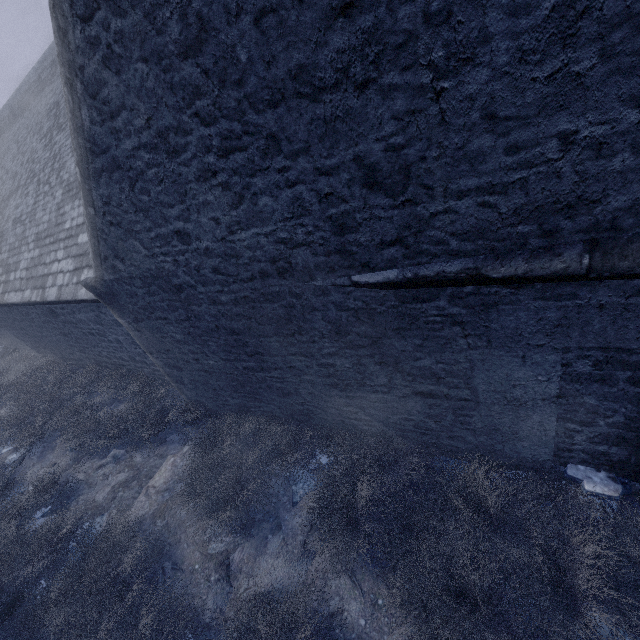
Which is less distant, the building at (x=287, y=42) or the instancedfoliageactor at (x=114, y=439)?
the building at (x=287, y=42)

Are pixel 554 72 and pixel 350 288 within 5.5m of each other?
yes

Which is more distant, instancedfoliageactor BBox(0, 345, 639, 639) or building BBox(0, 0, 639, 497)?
instancedfoliageactor BBox(0, 345, 639, 639)

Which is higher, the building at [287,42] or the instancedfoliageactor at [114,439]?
the building at [287,42]

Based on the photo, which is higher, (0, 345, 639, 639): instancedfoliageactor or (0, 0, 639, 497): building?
(0, 0, 639, 497): building
